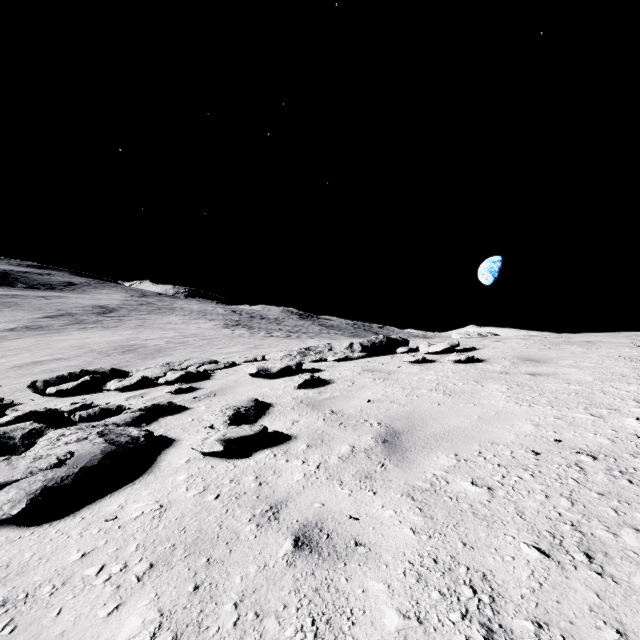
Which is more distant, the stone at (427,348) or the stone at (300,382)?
the stone at (427,348)

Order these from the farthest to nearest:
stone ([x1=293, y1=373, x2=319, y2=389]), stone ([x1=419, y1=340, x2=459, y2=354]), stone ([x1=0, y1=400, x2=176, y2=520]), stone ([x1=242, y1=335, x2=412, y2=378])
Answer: stone ([x1=419, y1=340, x2=459, y2=354])
stone ([x1=242, y1=335, x2=412, y2=378])
stone ([x1=293, y1=373, x2=319, y2=389])
stone ([x1=0, y1=400, x2=176, y2=520])

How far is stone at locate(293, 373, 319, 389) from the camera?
5.5 meters

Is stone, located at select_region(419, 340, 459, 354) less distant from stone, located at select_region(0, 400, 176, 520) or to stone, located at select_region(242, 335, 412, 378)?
stone, located at select_region(242, 335, 412, 378)

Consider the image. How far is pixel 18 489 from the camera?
2.48m

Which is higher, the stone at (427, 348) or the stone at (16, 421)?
the stone at (427, 348)

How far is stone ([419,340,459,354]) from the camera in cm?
763

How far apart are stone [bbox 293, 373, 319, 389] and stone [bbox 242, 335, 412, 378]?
2.2 meters
